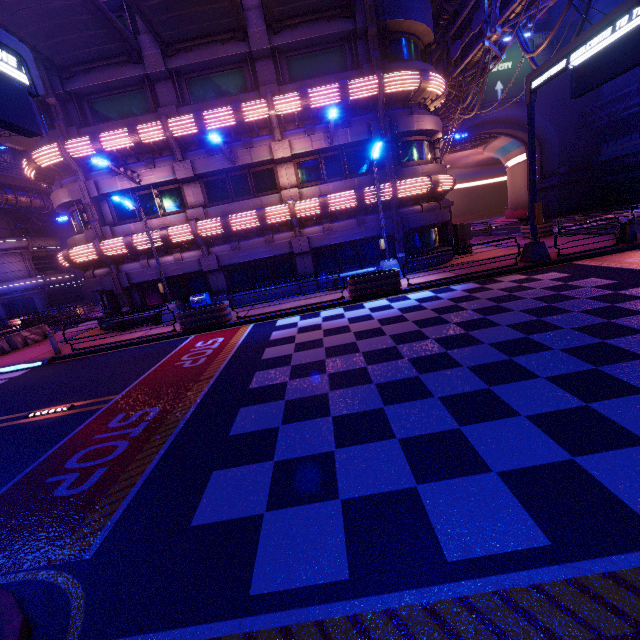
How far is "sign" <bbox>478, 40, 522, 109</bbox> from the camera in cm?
3338

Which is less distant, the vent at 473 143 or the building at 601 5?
the building at 601 5

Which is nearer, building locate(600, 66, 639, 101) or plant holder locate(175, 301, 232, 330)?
plant holder locate(175, 301, 232, 330)

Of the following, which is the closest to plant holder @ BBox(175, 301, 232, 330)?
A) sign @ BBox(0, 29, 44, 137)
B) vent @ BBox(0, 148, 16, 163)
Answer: sign @ BBox(0, 29, 44, 137)

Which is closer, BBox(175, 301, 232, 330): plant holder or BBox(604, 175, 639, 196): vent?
BBox(175, 301, 232, 330): plant holder

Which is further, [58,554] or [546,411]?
[546,411]

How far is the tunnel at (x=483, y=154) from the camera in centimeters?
3800cm

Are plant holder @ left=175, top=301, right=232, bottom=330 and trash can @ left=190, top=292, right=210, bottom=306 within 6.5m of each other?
yes
